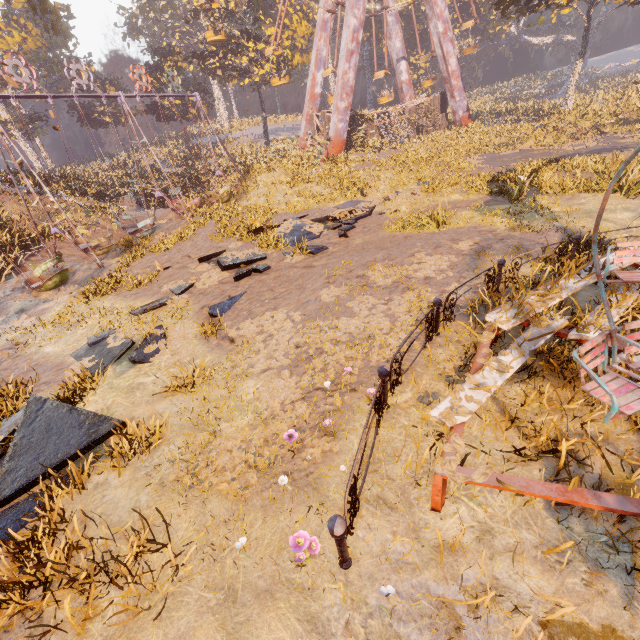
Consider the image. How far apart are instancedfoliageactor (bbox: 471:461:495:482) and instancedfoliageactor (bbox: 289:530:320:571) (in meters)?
1.37

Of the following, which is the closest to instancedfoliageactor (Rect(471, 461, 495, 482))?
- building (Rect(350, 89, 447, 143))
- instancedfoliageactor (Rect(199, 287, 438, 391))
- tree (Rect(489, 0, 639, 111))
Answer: instancedfoliageactor (Rect(199, 287, 438, 391))

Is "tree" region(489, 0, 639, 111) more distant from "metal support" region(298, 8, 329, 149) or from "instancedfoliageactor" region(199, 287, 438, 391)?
"instancedfoliageactor" region(199, 287, 438, 391)

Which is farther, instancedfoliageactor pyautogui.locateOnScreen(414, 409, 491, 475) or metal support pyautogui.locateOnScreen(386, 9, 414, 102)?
metal support pyautogui.locateOnScreen(386, 9, 414, 102)

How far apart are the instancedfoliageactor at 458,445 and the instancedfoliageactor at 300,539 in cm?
137

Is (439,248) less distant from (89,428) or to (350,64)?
(89,428)

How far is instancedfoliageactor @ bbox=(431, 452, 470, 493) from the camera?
2.9m

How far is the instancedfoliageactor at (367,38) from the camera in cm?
5075
